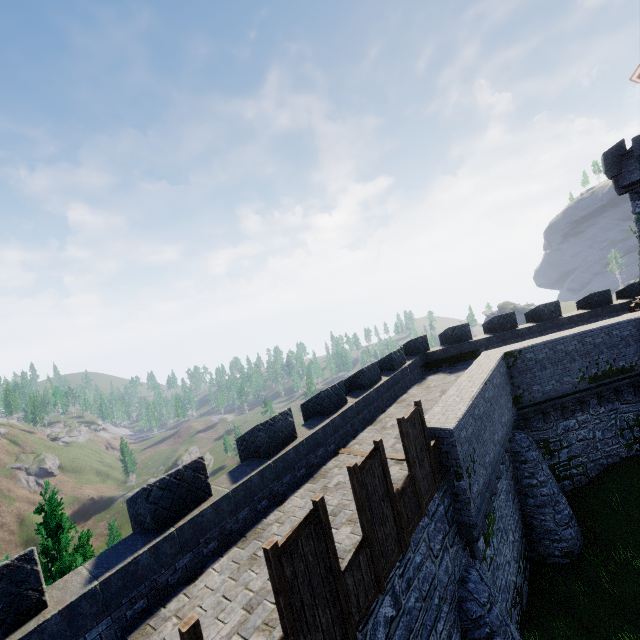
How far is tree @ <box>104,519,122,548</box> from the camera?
33.0m

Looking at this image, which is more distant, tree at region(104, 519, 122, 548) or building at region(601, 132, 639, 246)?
tree at region(104, 519, 122, 548)

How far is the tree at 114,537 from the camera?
33.0m

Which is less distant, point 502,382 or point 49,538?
point 49,538

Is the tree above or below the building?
below

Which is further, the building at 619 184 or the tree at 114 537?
the tree at 114 537
